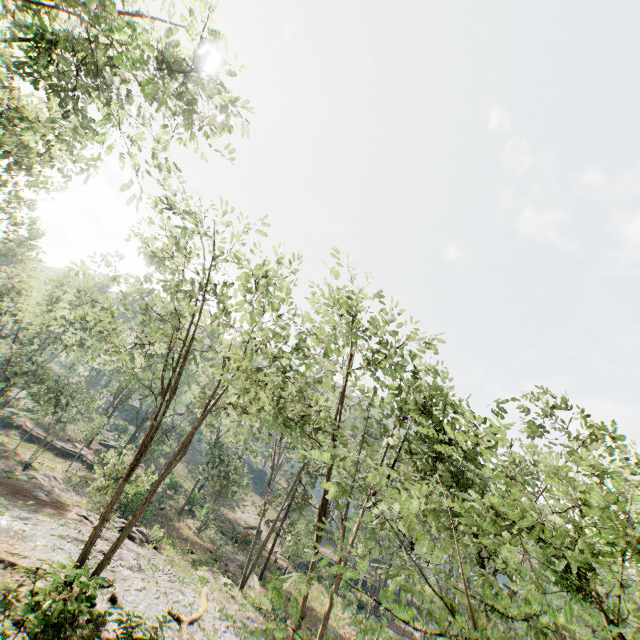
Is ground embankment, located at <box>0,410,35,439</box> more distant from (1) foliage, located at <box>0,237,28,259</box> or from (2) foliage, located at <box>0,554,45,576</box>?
(2) foliage, located at <box>0,554,45,576</box>

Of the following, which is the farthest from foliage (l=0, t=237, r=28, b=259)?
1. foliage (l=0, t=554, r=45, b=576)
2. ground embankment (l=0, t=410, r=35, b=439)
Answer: foliage (l=0, t=554, r=45, b=576)

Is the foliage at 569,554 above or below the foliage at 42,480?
above

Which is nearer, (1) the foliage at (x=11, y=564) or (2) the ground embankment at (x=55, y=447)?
(1) the foliage at (x=11, y=564)

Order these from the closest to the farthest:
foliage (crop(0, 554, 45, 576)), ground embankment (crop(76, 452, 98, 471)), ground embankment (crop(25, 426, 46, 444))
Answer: foliage (crop(0, 554, 45, 576))
ground embankment (crop(76, 452, 98, 471))
ground embankment (crop(25, 426, 46, 444))

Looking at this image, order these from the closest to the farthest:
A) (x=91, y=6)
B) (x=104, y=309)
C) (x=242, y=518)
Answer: (x=91, y=6), (x=104, y=309), (x=242, y=518)
